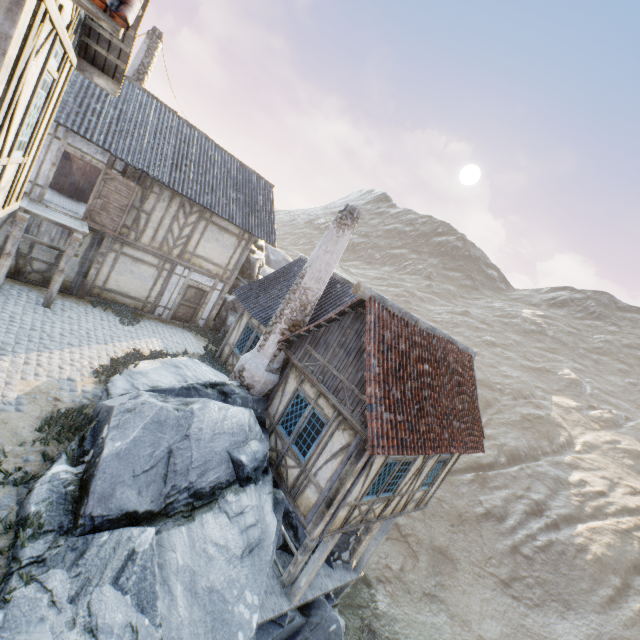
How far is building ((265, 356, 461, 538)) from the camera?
8.0 meters

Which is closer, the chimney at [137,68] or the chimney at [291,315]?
the chimney at [291,315]

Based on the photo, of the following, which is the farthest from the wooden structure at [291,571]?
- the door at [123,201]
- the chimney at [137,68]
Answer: the chimney at [137,68]

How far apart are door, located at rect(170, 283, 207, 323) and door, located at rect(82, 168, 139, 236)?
3.6m

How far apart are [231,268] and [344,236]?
8.5 meters

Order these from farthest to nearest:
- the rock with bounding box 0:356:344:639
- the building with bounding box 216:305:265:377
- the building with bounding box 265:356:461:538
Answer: the building with bounding box 216:305:265:377 → the building with bounding box 265:356:461:538 → the rock with bounding box 0:356:344:639

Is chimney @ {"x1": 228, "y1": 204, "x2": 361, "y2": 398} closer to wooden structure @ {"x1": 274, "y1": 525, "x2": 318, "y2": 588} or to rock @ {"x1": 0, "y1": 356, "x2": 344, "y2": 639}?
rock @ {"x1": 0, "y1": 356, "x2": 344, "y2": 639}

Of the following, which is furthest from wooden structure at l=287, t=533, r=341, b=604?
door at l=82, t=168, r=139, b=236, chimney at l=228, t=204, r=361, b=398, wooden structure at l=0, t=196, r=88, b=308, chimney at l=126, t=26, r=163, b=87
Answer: chimney at l=126, t=26, r=163, b=87
